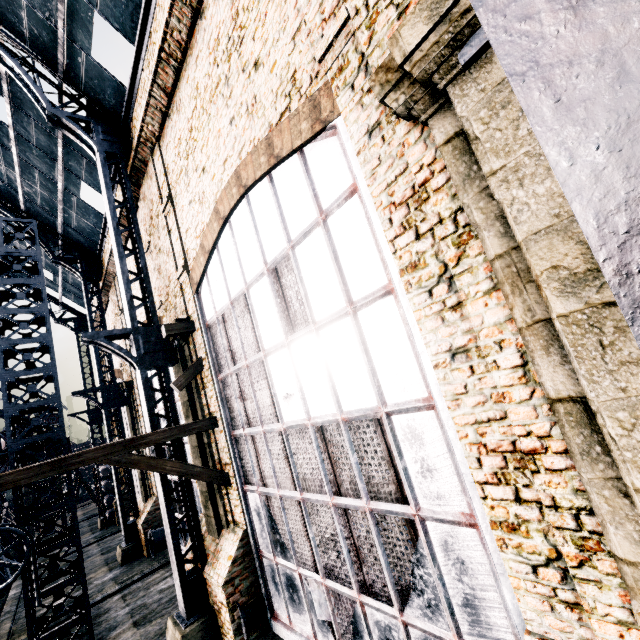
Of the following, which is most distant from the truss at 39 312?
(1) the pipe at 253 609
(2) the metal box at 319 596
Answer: (2) the metal box at 319 596

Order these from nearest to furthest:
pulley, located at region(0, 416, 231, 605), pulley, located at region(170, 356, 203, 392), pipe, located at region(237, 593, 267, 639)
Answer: pulley, located at region(0, 416, 231, 605) → pipe, located at region(237, 593, 267, 639) → pulley, located at region(170, 356, 203, 392)

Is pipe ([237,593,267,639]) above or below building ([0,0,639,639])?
below

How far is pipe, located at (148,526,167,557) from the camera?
16.84m

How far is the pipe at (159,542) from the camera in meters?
16.8

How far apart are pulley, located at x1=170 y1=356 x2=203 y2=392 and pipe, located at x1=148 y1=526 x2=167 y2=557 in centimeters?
1197cm

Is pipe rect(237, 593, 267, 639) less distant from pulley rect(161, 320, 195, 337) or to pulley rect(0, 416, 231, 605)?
pulley rect(0, 416, 231, 605)

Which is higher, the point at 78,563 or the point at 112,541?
the point at 78,563
